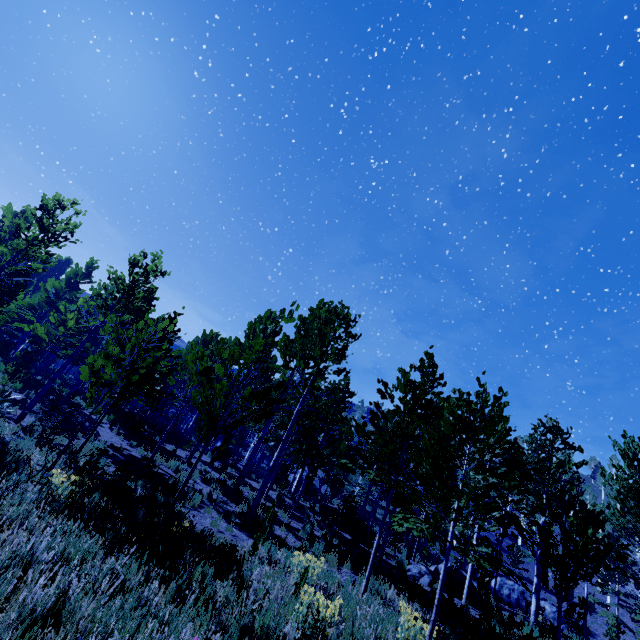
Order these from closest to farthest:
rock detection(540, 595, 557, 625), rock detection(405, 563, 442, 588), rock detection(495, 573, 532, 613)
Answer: rock detection(405, 563, 442, 588), rock detection(540, 595, 557, 625), rock detection(495, 573, 532, 613)

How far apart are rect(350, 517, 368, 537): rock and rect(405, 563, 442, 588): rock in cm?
341

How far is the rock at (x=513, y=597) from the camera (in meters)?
24.58

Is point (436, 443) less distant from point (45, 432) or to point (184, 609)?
point (184, 609)

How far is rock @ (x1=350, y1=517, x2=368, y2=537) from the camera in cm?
1745

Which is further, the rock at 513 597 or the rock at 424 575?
the rock at 513 597

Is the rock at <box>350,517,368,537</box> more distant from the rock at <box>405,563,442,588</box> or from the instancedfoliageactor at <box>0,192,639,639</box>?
the rock at <box>405,563,442,588</box>

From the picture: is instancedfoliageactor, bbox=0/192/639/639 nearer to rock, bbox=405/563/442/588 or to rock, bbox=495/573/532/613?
rock, bbox=405/563/442/588
